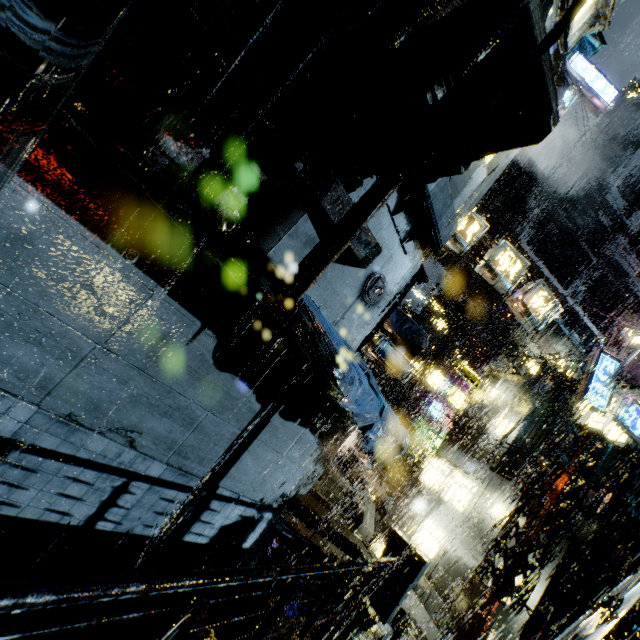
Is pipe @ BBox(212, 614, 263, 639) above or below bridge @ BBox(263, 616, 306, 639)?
below

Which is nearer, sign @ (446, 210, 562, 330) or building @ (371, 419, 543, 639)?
sign @ (446, 210, 562, 330)

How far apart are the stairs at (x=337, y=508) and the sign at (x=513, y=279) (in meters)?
13.25

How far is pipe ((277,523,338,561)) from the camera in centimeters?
891cm

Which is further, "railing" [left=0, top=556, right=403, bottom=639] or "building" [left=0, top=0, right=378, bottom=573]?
"building" [left=0, top=0, right=378, bottom=573]

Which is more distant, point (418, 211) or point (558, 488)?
point (558, 488)

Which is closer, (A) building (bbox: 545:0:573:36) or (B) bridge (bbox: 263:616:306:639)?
(B) bridge (bbox: 263:616:306:639)

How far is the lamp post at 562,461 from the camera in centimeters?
1148cm
